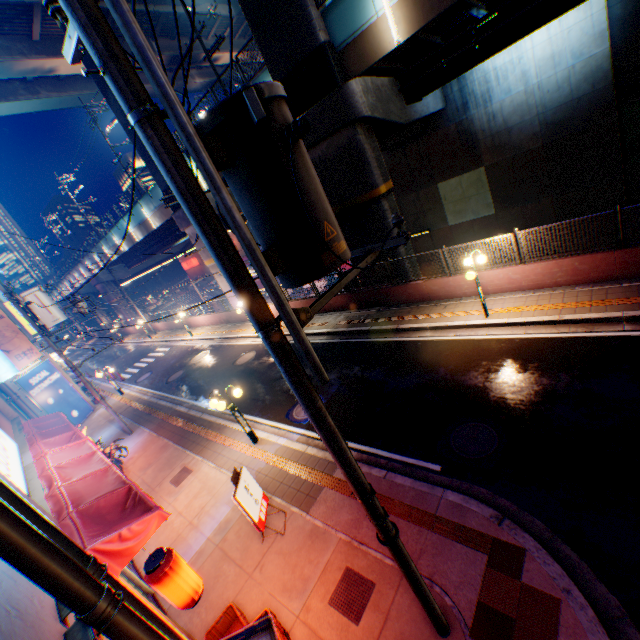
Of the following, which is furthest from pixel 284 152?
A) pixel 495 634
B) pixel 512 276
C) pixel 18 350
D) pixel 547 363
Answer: pixel 18 350

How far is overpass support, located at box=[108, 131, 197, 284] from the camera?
23.5m

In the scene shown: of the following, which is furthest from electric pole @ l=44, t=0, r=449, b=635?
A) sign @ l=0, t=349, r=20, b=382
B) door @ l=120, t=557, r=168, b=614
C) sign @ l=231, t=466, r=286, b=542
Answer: door @ l=120, t=557, r=168, b=614

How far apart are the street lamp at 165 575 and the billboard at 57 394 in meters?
19.3 m

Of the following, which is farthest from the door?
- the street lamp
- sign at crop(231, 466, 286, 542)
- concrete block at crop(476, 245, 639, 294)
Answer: concrete block at crop(476, 245, 639, 294)

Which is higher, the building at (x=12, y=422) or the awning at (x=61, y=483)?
the building at (x=12, y=422)

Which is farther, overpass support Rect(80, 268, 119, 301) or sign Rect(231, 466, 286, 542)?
overpass support Rect(80, 268, 119, 301)

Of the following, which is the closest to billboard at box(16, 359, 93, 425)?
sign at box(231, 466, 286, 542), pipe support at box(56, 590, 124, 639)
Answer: sign at box(231, 466, 286, 542)
